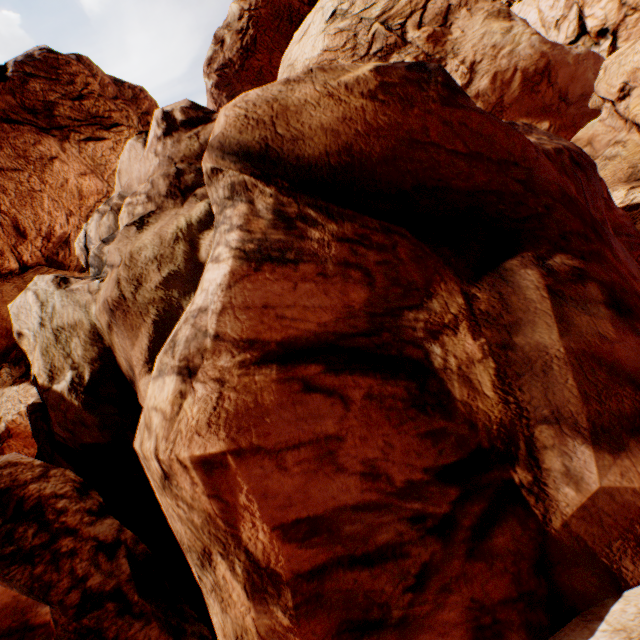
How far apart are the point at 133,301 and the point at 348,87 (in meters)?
5.29
